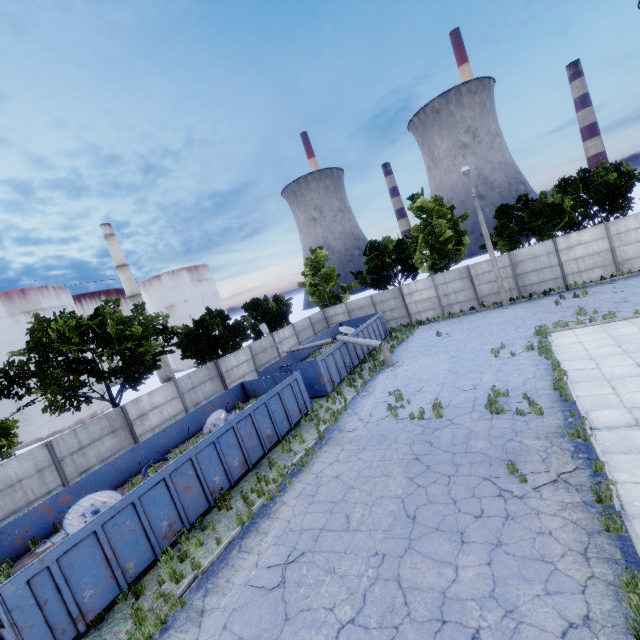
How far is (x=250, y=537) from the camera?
9.0m

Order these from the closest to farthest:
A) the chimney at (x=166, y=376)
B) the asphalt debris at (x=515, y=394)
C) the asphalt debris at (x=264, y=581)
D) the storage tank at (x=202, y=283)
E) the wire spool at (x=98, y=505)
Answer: the asphalt debris at (x=264, y=581)
the wire spool at (x=98, y=505)
the asphalt debris at (x=515, y=394)
the chimney at (x=166, y=376)
the storage tank at (x=202, y=283)

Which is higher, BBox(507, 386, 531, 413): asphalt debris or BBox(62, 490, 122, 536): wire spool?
BBox(62, 490, 122, 536): wire spool

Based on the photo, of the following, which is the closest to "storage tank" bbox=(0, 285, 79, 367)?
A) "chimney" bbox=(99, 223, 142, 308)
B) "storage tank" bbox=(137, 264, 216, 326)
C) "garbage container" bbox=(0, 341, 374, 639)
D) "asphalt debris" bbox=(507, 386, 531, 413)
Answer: "chimney" bbox=(99, 223, 142, 308)

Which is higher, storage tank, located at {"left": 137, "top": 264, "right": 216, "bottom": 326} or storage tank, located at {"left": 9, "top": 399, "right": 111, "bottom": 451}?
storage tank, located at {"left": 137, "top": 264, "right": 216, "bottom": 326}

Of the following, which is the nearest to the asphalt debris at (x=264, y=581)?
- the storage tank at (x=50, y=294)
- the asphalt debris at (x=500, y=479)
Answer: the asphalt debris at (x=500, y=479)

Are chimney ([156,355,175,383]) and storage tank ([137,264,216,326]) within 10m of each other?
yes

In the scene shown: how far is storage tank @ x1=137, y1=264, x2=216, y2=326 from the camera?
55.34m
